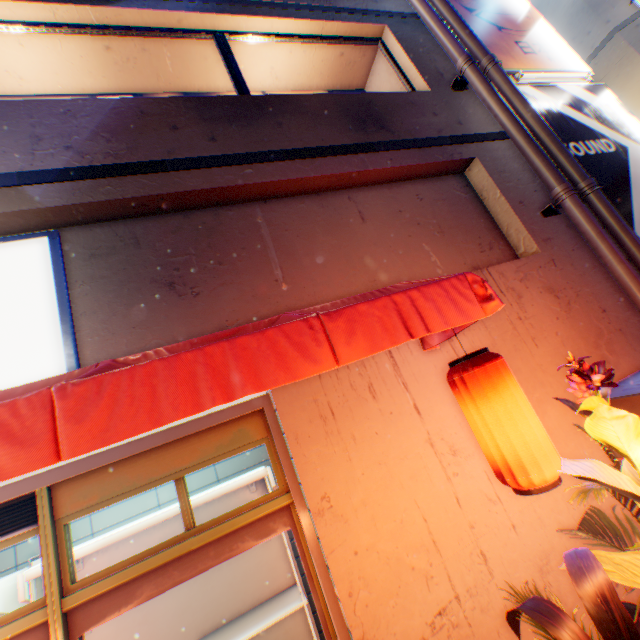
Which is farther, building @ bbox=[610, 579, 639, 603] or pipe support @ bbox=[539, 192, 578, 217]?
pipe support @ bbox=[539, 192, 578, 217]

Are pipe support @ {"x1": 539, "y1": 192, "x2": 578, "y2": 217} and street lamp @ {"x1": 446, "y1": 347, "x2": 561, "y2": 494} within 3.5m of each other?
yes

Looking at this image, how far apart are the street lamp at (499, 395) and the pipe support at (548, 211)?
2.89m

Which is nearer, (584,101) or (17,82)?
(17,82)

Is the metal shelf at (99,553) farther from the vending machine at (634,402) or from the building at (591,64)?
the building at (591,64)

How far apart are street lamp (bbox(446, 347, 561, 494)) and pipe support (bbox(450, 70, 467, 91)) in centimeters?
467cm

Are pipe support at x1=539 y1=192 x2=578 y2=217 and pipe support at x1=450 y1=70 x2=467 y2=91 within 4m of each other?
yes

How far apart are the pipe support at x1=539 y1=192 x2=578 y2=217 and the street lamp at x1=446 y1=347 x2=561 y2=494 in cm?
289
